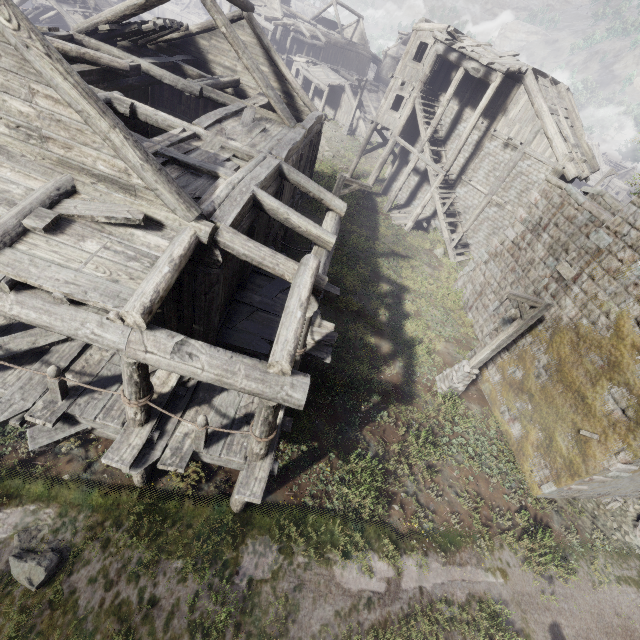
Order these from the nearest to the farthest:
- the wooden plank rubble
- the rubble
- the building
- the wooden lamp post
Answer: the building → the wooden lamp post → the rubble → the wooden plank rubble

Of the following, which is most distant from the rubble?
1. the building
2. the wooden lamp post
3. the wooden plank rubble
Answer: the wooden plank rubble

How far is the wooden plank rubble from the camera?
23.1m

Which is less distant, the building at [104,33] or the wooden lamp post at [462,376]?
the building at [104,33]

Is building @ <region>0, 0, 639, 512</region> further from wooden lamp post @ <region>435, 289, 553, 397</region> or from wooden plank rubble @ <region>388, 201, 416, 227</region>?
wooden lamp post @ <region>435, 289, 553, 397</region>

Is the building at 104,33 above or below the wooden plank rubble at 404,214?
above

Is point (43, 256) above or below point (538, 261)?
above
